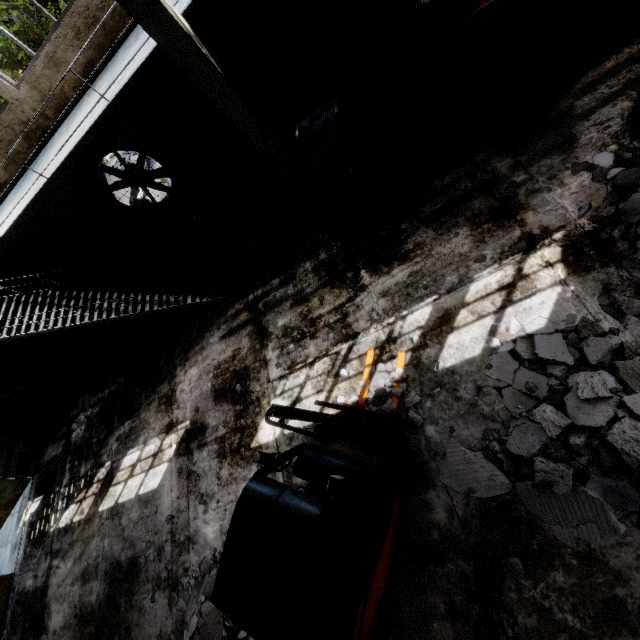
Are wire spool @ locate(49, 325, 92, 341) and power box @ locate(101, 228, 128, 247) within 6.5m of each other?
yes

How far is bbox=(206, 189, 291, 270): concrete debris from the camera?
8.5m

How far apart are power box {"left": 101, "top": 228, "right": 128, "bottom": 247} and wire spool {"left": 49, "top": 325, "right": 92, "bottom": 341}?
3.8m

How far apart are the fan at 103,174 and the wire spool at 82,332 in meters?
5.6

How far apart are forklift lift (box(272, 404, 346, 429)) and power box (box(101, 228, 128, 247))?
10.4m

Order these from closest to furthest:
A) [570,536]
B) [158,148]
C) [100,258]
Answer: [570,536]
[158,148]
[100,258]

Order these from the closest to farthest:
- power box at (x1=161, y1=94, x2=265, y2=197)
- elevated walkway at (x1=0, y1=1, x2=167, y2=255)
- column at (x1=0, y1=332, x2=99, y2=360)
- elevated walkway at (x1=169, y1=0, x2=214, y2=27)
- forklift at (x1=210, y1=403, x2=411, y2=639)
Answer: forklift at (x1=210, y1=403, x2=411, y2=639), elevated walkway at (x1=169, y1=0, x2=214, y2=27), elevated walkway at (x1=0, y1=1, x2=167, y2=255), power box at (x1=161, y1=94, x2=265, y2=197), column at (x1=0, y1=332, x2=99, y2=360)

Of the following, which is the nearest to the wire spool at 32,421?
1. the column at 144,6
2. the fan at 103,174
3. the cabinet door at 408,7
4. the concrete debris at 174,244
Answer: the concrete debris at 174,244
